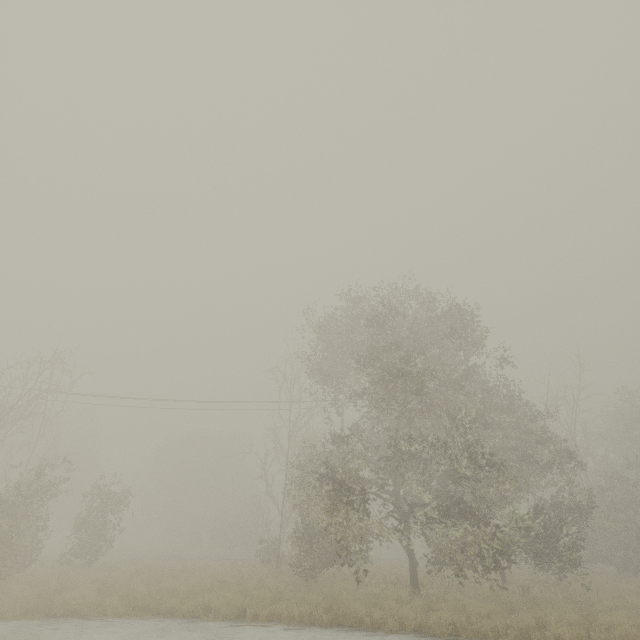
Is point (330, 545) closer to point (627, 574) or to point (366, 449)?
point (366, 449)
